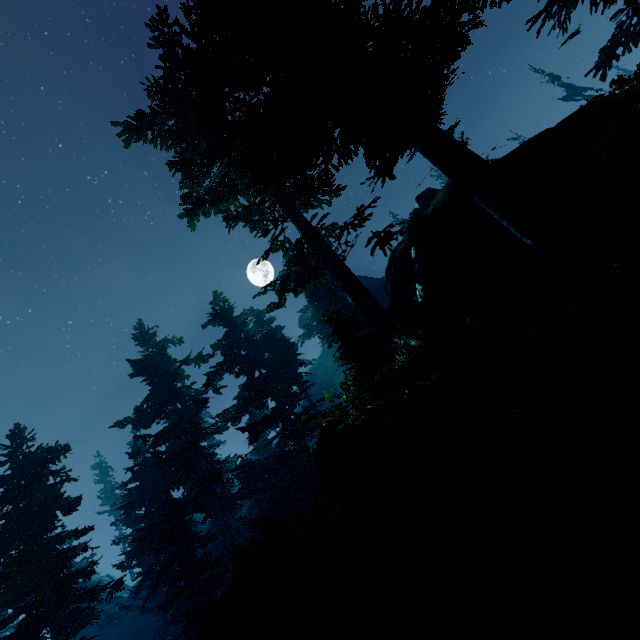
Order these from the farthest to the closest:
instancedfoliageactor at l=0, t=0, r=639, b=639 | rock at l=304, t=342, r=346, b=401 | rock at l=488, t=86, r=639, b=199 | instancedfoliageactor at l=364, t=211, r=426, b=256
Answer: rock at l=304, t=342, r=346, b=401
instancedfoliageactor at l=364, t=211, r=426, b=256
rock at l=488, t=86, r=639, b=199
instancedfoliageactor at l=0, t=0, r=639, b=639

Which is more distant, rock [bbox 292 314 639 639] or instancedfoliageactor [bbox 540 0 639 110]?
instancedfoliageactor [bbox 540 0 639 110]

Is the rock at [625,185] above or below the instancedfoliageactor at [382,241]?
below

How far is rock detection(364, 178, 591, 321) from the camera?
6.9 meters

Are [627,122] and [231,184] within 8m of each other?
no

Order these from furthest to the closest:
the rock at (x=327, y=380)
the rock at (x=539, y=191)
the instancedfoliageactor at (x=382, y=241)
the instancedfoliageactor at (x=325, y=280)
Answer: the rock at (x=327, y=380) → the instancedfoliageactor at (x=382, y=241) → the rock at (x=539, y=191) → the instancedfoliageactor at (x=325, y=280)

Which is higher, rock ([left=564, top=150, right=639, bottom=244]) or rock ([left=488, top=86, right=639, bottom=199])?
rock ([left=488, top=86, right=639, bottom=199])
